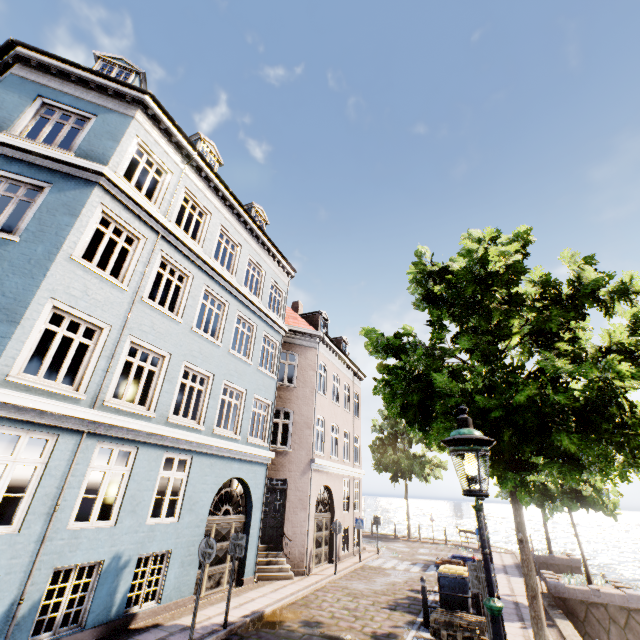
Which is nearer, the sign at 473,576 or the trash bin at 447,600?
the sign at 473,576

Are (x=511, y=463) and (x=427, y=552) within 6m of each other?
no

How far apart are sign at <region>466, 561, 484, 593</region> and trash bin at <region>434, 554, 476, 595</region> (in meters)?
3.59

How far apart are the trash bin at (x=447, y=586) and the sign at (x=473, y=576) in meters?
3.6 m

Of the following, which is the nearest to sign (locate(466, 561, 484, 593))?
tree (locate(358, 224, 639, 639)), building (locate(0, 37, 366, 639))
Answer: tree (locate(358, 224, 639, 639))

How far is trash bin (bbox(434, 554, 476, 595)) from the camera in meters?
9.0

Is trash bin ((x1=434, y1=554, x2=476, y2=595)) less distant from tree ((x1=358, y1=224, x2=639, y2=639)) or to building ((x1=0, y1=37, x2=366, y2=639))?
tree ((x1=358, y1=224, x2=639, y2=639))
